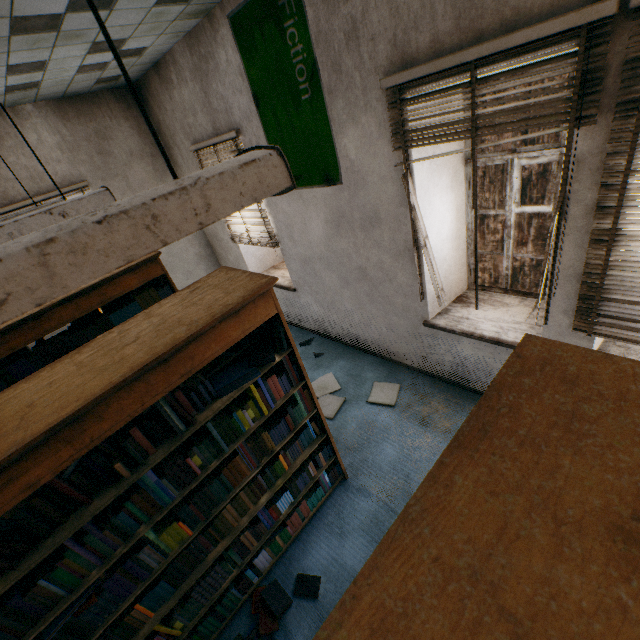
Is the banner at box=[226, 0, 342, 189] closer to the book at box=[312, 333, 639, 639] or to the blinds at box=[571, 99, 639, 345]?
the blinds at box=[571, 99, 639, 345]

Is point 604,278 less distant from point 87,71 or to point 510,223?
point 510,223

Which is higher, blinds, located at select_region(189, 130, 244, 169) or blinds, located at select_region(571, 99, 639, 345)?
blinds, located at select_region(189, 130, 244, 169)

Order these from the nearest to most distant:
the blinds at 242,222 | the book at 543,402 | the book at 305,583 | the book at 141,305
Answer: the book at 543,402 < the book at 141,305 < the book at 305,583 < the blinds at 242,222

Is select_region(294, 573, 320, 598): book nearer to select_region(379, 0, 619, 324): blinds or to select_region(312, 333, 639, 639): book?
select_region(312, 333, 639, 639): book

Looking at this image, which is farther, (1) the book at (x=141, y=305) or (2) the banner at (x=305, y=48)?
(2) the banner at (x=305, y=48)

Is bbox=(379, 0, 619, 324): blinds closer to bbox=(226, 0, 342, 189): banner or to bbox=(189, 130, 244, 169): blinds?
bbox=(226, 0, 342, 189): banner

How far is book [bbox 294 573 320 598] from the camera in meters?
2.4 m
